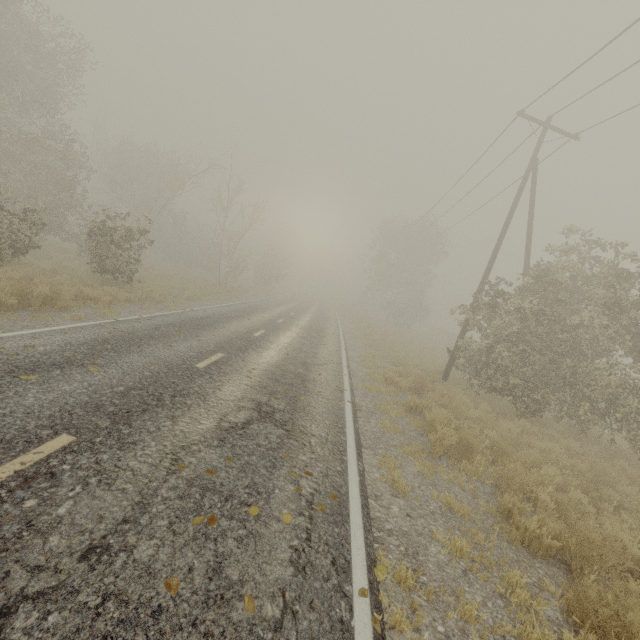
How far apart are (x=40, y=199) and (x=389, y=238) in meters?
33.7 m

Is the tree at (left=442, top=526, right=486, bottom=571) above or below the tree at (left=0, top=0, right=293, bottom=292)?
below

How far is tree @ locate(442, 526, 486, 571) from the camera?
4.02m

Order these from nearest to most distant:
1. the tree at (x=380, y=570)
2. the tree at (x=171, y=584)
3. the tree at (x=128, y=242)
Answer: the tree at (x=171, y=584) → the tree at (x=380, y=570) → the tree at (x=128, y=242)

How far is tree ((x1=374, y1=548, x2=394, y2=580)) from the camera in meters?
3.3

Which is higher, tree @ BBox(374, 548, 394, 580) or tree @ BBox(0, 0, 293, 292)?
tree @ BBox(0, 0, 293, 292)

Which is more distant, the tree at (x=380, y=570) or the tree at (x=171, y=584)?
the tree at (x=380, y=570)

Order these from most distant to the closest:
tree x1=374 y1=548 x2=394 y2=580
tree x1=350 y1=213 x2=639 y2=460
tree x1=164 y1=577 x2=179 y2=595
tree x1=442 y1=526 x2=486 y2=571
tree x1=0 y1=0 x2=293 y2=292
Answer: tree x1=0 y1=0 x2=293 y2=292, tree x1=350 y1=213 x2=639 y2=460, tree x1=442 y1=526 x2=486 y2=571, tree x1=374 y1=548 x2=394 y2=580, tree x1=164 y1=577 x2=179 y2=595
